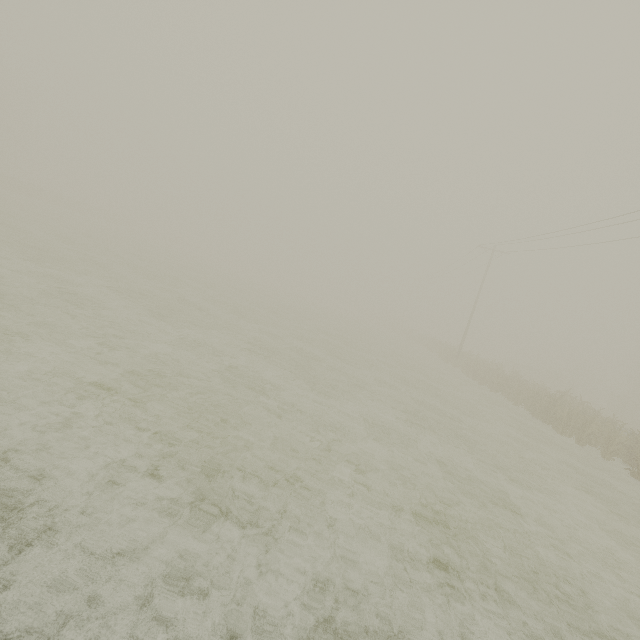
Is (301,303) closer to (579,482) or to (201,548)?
(579,482)
